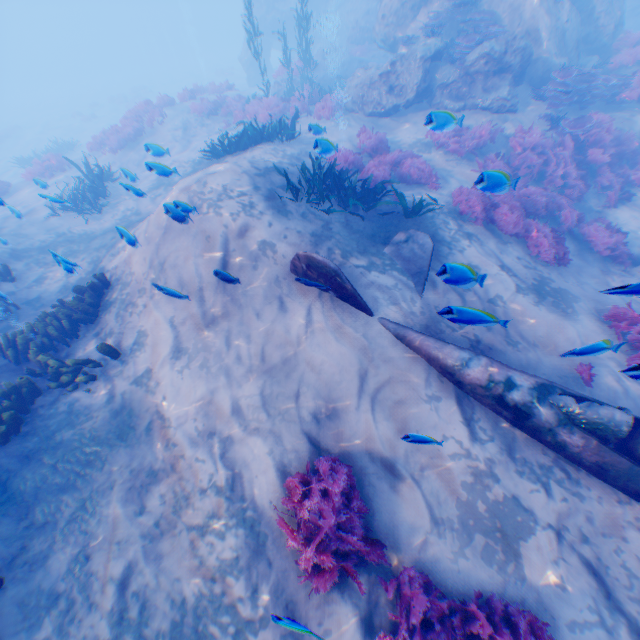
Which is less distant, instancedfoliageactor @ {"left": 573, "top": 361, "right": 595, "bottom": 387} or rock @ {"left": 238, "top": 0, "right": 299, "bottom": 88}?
instancedfoliageactor @ {"left": 573, "top": 361, "right": 595, "bottom": 387}

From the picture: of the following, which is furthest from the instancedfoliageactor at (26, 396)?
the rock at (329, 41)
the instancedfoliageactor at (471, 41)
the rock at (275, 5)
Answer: the rock at (275, 5)

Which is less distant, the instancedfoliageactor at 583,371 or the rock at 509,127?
the instancedfoliageactor at 583,371

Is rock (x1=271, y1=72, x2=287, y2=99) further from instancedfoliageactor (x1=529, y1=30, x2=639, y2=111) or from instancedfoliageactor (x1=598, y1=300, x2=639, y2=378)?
instancedfoliageactor (x1=598, y1=300, x2=639, y2=378)

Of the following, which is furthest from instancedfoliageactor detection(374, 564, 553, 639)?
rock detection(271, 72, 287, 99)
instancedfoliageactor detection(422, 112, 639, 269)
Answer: rock detection(271, 72, 287, 99)

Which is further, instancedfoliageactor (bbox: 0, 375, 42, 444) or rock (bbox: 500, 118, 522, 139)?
rock (bbox: 500, 118, 522, 139)

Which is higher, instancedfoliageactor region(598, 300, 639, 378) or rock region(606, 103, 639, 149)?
rock region(606, 103, 639, 149)

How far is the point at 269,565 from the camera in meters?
4.4
